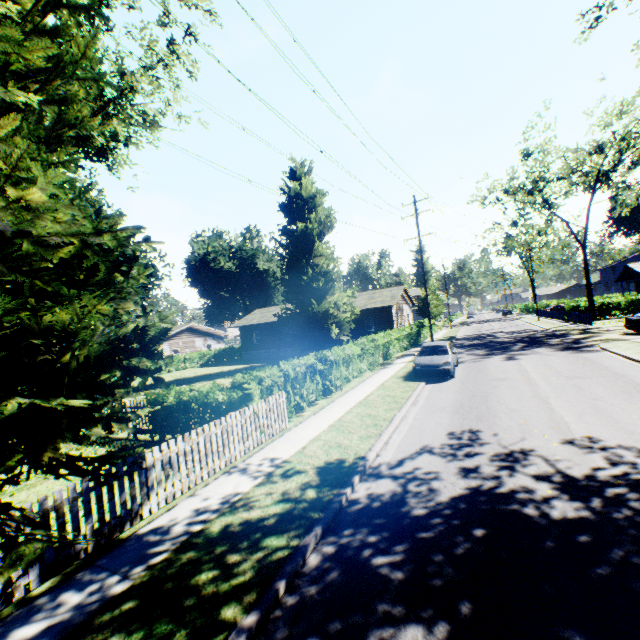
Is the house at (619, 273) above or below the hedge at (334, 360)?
above

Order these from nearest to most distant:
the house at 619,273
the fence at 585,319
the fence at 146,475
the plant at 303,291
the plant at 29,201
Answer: the plant at 29,201, the fence at 146,475, the plant at 303,291, the fence at 585,319, the house at 619,273

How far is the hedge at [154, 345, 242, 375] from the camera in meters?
37.1

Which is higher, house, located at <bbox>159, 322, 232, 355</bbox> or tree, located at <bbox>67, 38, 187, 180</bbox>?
tree, located at <bbox>67, 38, 187, 180</bbox>

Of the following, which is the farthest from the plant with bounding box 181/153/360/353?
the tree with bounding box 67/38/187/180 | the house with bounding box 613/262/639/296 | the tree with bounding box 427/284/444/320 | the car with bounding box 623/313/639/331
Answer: the house with bounding box 613/262/639/296

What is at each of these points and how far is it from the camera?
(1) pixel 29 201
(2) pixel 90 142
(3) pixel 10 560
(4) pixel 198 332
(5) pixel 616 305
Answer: (1) plant, 4.2m
(2) tree, 16.9m
(3) plant, 3.4m
(4) house, 44.8m
(5) hedge, 37.6m

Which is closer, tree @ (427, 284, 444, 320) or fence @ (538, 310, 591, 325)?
fence @ (538, 310, 591, 325)

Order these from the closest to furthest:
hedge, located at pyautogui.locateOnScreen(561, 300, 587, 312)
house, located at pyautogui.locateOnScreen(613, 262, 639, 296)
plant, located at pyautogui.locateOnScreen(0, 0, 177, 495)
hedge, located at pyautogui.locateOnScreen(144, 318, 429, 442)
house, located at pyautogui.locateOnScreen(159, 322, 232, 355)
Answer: plant, located at pyautogui.locateOnScreen(0, 0, 177, 495) < hedge, located at pyautogui.locateOnScreen(144, 318, 429, 442) < hedge, located at pyautogui.locateOnScreen(561, 300, 587, 312) < house, located at pyautogui.locateOnScreen(159, 322, 232, 355) < house, located at pyautogui.locateOnScreen(613, 262, 639, 296)
